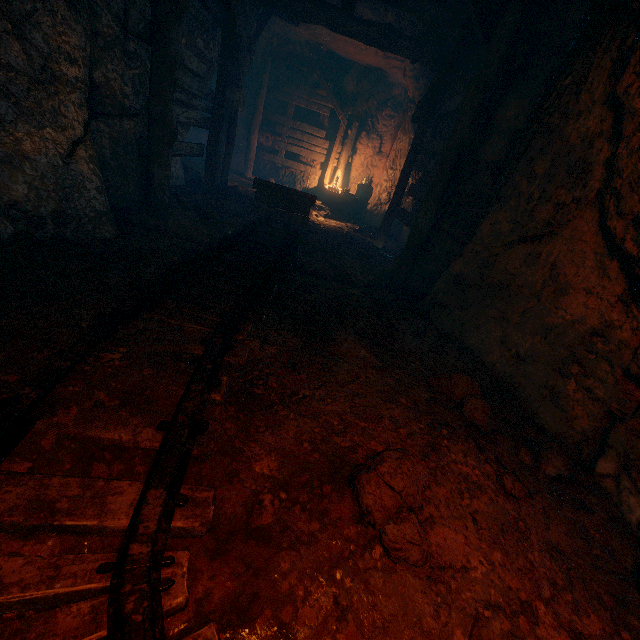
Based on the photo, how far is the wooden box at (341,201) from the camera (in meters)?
11.30

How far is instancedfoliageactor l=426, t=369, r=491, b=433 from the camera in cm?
239

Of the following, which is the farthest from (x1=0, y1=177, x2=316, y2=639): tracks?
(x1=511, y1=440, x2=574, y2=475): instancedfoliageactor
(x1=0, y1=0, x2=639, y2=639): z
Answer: (x1=511, y1=440, x2=574, y2=475): instancedfoliageactor

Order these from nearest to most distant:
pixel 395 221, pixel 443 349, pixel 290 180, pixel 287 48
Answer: pixel 443 349 → pixel 395 221 → pixel 287 48 → pixel 290 180

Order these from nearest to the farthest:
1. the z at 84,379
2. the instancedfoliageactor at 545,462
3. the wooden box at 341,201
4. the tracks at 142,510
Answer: the tracks at 142,510 → the z at 84,379 → the instancedfoliageactor at 545,462 → the wooden box at 341,201

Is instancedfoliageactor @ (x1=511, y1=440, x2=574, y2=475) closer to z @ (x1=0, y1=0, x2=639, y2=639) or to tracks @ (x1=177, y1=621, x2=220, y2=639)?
z @ (x1=0, y1=0, x2=639, y2=639)

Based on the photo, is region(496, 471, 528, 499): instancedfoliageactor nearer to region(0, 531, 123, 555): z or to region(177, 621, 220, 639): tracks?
region(0, 531, 123, 555): z

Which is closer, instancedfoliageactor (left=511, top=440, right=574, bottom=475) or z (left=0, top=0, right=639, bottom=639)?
z (left=0, top=0, right=639, bottom=639)
